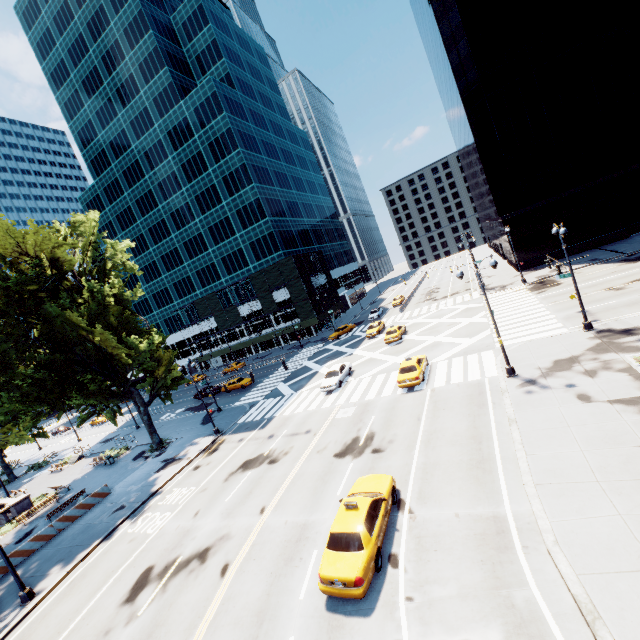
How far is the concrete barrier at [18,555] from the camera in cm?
2120

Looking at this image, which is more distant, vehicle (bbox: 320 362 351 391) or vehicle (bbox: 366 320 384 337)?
vehicle (bbox: 366 320 384 337)

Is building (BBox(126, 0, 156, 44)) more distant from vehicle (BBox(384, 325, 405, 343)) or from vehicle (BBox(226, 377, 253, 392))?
vehicle (BBox(384, 325, 405, 343))

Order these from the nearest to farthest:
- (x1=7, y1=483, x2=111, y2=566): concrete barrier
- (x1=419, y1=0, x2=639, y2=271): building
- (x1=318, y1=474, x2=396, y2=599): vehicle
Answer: (x1=318, y1=474, x2=396, y2=599): vehicle, (x1=7, y1=483, x2=111, y2=566): concrete barrier, (x1=419, y1=0, x2=639, y2=271): building

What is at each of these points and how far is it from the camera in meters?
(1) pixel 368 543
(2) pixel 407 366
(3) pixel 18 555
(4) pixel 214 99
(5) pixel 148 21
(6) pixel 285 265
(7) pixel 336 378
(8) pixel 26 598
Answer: (1) vehicle, 10.9 m
(2) vehicle, 24.5 m
(3) concrete barrier, 21.2 m
(4) building, 58.4 m
(5) building, 59.8 m
(6) scaffolding, 57.3 m
(7) vehicle, 29.9 m
(8) light, 16.5 m

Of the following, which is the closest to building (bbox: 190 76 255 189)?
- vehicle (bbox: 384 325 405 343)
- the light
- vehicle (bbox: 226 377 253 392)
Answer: vehicle (bbox: 226 377 253 392)

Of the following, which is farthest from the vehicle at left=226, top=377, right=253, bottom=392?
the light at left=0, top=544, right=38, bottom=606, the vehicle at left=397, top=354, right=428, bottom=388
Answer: the light at left=0, top=544, right=38, bottom=606

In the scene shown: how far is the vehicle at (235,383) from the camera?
44.0m
